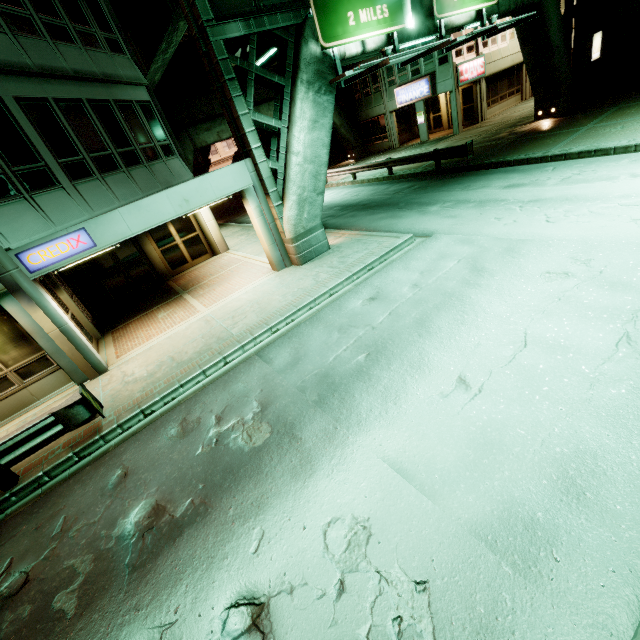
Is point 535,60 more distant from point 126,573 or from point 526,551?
point 126,573

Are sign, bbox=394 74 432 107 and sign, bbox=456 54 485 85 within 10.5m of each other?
yes

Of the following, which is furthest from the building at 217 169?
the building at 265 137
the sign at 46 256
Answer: the building at 265 137

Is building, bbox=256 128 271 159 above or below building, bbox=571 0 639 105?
above

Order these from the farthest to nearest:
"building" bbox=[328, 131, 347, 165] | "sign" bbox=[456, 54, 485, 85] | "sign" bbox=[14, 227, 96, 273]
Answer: "building" bbox=[328, 131, 347, 165] < "sign" bbox=[456, 54, 485, 85] < "sign" bbox=[14, 227, 96, 273]

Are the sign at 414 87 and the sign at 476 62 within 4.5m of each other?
yes

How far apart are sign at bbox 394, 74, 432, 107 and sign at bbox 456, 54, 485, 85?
1.75m

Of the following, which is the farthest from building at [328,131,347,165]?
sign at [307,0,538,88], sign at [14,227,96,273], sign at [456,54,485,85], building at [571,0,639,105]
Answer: sign at [14,227,96,273]
